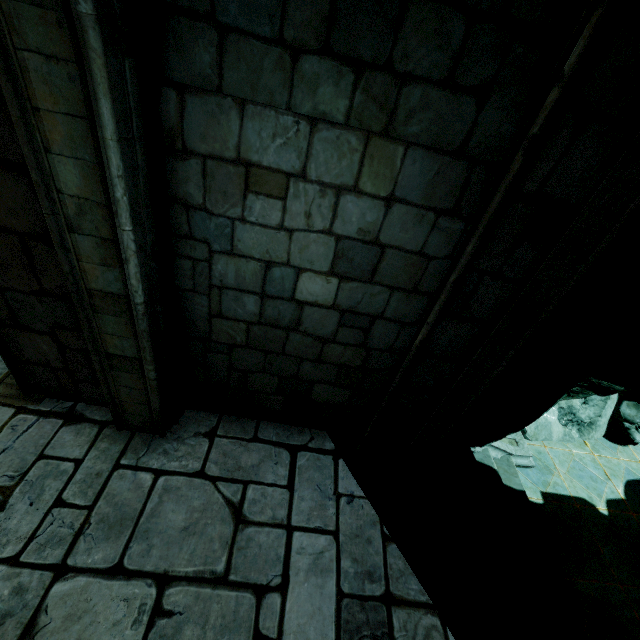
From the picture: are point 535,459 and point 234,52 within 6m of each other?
no

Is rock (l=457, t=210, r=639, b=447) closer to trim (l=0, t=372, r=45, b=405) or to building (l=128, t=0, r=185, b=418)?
building (l=128, t=0, r=185, b=418)

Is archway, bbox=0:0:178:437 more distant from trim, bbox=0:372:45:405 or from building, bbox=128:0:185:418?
trim, bbox=0:372:45:405

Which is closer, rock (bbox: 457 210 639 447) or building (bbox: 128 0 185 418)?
building (bbox: 128 0 185 418)

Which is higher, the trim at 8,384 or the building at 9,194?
the building at 9,194

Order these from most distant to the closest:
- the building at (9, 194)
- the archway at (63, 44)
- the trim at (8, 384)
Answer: the trim at (8, 384) < the building at (9, 194) < the archway at (63, 44)

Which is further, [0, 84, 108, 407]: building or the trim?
the trim

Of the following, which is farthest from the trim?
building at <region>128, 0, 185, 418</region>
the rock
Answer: the rock
